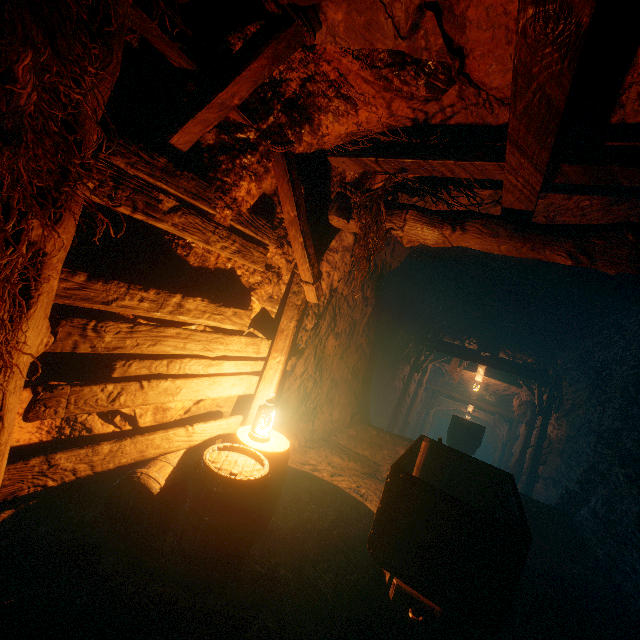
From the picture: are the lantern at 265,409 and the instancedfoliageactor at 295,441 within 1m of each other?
no

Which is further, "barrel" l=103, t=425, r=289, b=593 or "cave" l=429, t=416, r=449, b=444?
"cave" l=429, t=416, r=449, b=444

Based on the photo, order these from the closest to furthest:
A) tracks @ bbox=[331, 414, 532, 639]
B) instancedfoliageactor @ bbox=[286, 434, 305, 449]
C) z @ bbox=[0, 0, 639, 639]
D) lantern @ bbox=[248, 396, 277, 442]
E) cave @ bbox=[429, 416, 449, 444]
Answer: z @ bbox=[0, 0, 639, 639]
tracks @ bbox=[331, 414, 532, 639]
lantern @ bbox=[248, 396, 277, 442]
instancedfoliageactor @ bbox=[286, 434, 305, 449]
cave @ bbox=[429, 416, 449, 444]

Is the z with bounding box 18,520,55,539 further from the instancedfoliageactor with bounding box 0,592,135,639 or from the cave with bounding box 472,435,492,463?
the cave with bounding box 472,435,492,463

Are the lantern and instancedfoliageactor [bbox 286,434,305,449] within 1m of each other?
no

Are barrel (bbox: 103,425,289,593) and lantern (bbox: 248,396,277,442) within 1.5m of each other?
yes

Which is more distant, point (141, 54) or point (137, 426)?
point (137, 426)

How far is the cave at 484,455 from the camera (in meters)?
27.17
